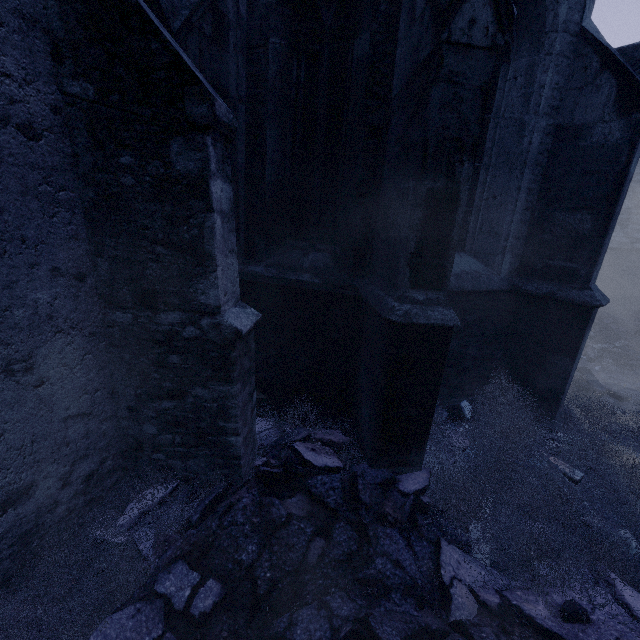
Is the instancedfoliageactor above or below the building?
below

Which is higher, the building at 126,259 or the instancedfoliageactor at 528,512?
the building at 126,259

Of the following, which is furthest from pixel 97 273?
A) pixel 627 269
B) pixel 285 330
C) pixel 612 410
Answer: pixel 627 269
